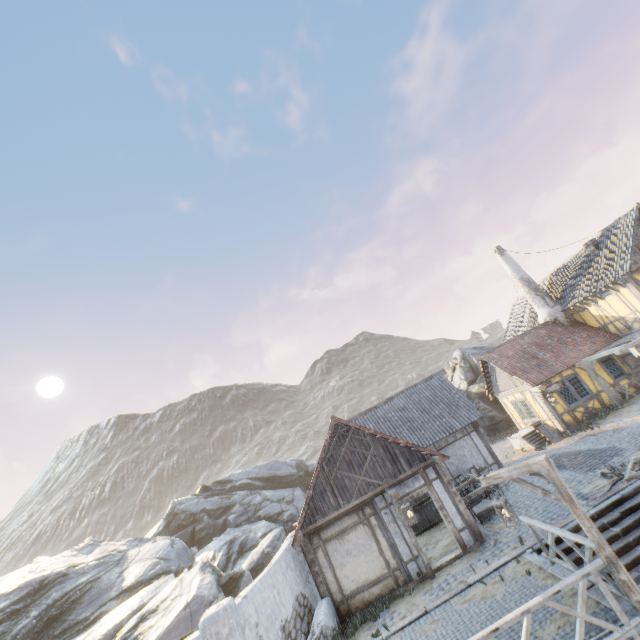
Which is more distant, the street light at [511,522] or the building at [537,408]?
the building at [537,408]

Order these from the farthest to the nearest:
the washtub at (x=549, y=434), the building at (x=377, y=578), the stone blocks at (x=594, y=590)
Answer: the washtub at (x=549, y=434) < the building at (x=377, y=578) < the stone blocks at (x=594, y=590)

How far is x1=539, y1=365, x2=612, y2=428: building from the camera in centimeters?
1775cm

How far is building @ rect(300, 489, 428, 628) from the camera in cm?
1075

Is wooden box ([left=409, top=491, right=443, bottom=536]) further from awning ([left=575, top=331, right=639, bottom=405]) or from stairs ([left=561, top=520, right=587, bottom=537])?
awning ([left=575, top=331, right=639, bottom=405])

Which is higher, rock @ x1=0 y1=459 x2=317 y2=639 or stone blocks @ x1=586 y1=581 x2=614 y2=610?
rock @ x1=0 y1=459 x2=317 y2=639

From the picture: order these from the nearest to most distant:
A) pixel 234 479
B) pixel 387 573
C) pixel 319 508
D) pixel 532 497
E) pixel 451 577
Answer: pixel 451 577
pixel 387 573
pixel 319 508
pixel 532 497
pixel 234 479

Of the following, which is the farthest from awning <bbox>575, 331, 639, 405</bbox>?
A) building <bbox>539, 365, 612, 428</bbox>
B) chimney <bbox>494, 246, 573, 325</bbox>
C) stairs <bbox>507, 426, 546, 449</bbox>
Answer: stairs <bbox>507, 426, 546, 449</bbox>
